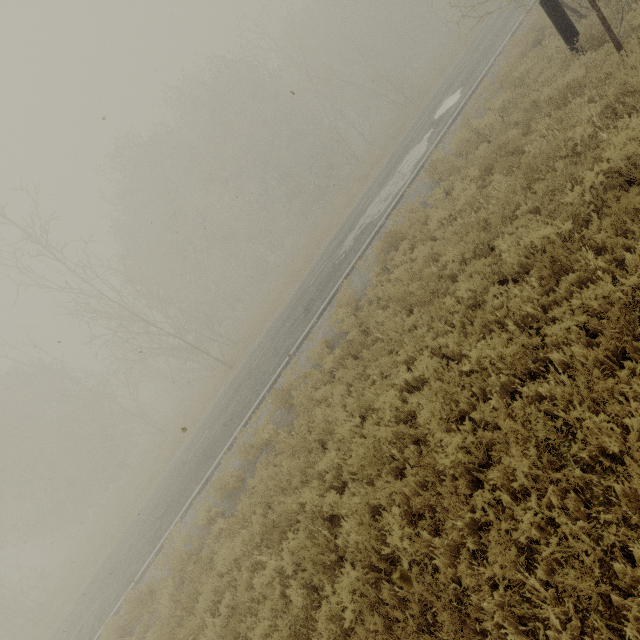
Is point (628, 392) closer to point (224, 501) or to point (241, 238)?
point (224, 501)
